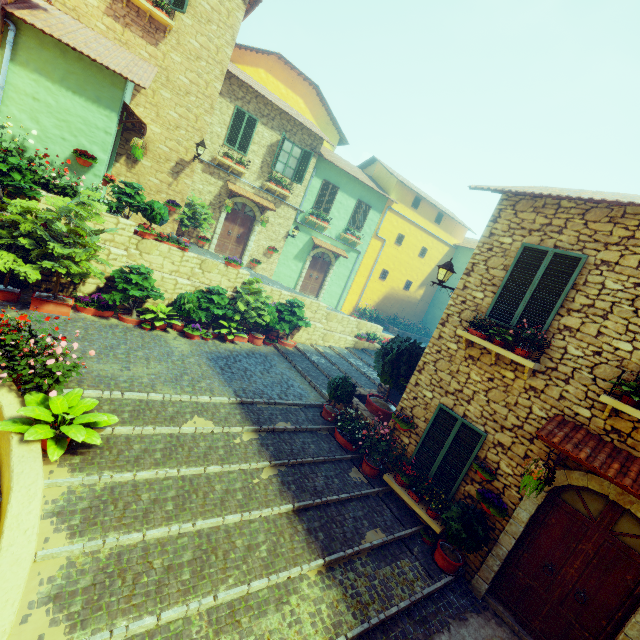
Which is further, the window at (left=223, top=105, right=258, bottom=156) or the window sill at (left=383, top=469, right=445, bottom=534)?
the window at (left=223, top=105, right=258, bottom=156)

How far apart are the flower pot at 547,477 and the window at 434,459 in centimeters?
92cm

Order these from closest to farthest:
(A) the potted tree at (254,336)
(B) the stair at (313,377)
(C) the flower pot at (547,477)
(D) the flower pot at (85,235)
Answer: (C) the flower pot at (547,477), (D) the flower pot at (85,235), (B) the stair at (313,377), (A) the potted tree at (254,336)

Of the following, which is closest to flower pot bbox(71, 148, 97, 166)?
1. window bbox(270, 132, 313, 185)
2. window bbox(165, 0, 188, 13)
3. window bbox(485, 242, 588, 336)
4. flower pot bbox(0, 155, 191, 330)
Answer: flower pot bbox(0, 155, 191, 330)

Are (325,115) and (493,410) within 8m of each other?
no

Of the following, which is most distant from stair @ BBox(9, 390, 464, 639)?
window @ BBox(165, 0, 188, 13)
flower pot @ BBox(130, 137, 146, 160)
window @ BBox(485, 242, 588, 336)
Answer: window @ BBox(165, 0, 188, 13)

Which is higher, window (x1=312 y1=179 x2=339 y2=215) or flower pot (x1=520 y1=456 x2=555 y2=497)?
window (x1=312 y1=179 x2=339 y2=215)

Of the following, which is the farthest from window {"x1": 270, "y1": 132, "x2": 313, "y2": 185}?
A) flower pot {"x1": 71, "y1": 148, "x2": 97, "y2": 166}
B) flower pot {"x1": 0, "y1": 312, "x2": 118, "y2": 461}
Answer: flower pot {"x1": 0, "y1": 312, "x2": 118, "y2": 461}
